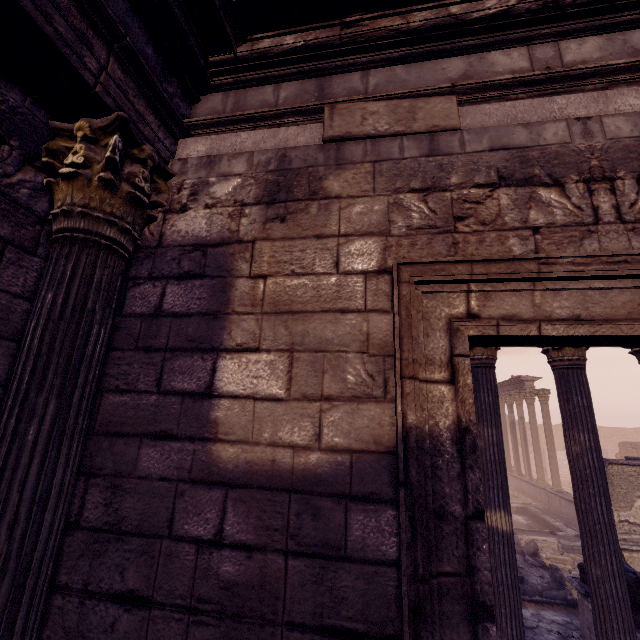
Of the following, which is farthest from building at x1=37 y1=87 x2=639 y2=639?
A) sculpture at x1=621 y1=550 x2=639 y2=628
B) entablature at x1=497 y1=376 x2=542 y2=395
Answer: entablature at x1=497 y1=376 x2=542 y2=395

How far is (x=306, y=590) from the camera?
1.4 meters

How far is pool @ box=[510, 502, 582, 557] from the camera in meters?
13.1 m

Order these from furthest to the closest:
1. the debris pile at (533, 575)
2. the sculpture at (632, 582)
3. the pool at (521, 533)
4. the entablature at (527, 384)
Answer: the entablature at (527, 384) < the pool at (521, 533) < the debris pile at (533, 575) < the sculpture at (632, 582)

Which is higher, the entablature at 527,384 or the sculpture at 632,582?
the entablature at 527,384

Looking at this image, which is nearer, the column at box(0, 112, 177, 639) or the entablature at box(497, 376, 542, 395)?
the column at box(0, 112, 177, 639)

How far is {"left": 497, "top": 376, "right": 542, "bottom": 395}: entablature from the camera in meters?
20.9
